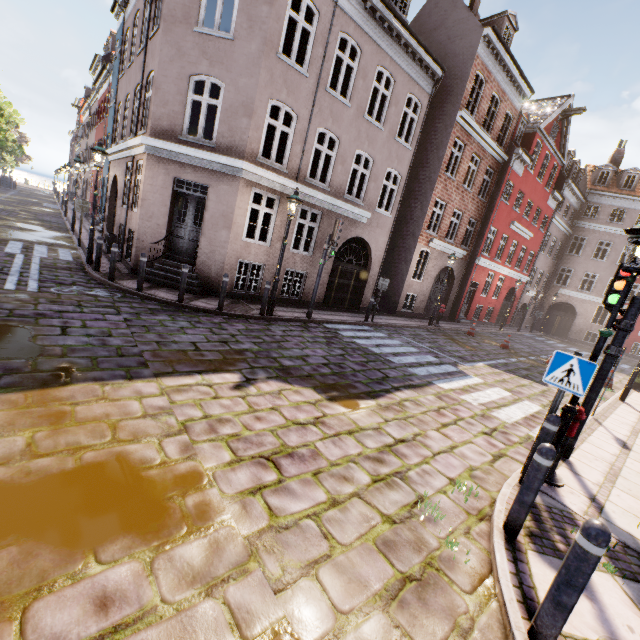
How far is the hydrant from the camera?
4.62m

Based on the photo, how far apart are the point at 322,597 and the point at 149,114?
13.1m

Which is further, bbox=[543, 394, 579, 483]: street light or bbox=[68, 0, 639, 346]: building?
bbox=[68, 0, 639, 346]: building

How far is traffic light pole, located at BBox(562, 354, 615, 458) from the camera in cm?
536

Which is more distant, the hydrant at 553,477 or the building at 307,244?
the building at 307,244

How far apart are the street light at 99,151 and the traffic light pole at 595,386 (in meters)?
13.78

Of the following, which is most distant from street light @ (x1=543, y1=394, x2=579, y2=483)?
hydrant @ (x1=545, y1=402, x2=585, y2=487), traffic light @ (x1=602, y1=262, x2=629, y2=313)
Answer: traffic light @ (x1=602, y1=262, x2=629, y2=313)

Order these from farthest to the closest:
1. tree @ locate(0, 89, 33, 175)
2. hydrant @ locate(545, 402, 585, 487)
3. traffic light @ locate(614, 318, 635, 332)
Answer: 1. tree @ locate(0, 89, 33, 175)
2. traffic light @ locate(614, 318, 635, 332)
3. hydrant @ locate(545, 402, 585, 487)
